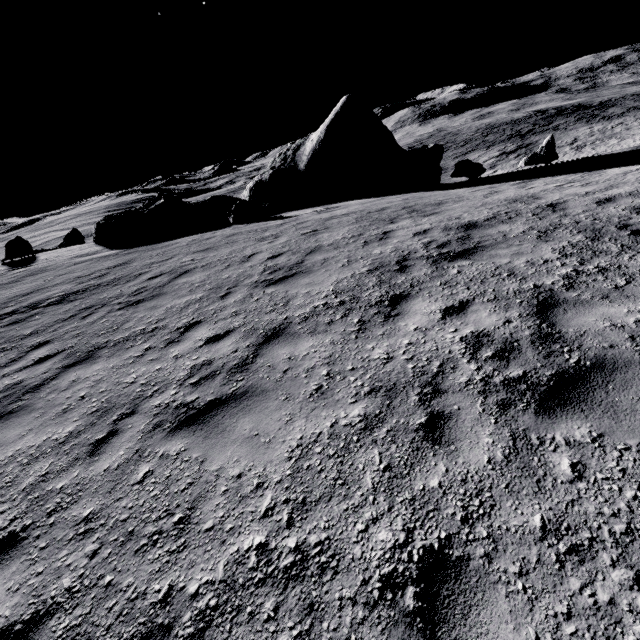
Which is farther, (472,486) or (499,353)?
(499,353)

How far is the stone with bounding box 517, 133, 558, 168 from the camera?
17.80m

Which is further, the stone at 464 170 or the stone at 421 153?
the stone at 421 153

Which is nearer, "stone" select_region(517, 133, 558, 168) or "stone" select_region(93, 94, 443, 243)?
"stone" select_region(517, 133, 558, 168)

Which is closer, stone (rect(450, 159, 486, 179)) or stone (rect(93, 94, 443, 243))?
stone (rect(450, 159, 486, 179))

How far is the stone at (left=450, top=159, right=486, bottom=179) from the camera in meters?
17.9

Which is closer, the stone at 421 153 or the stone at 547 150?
the stone at 547 150
